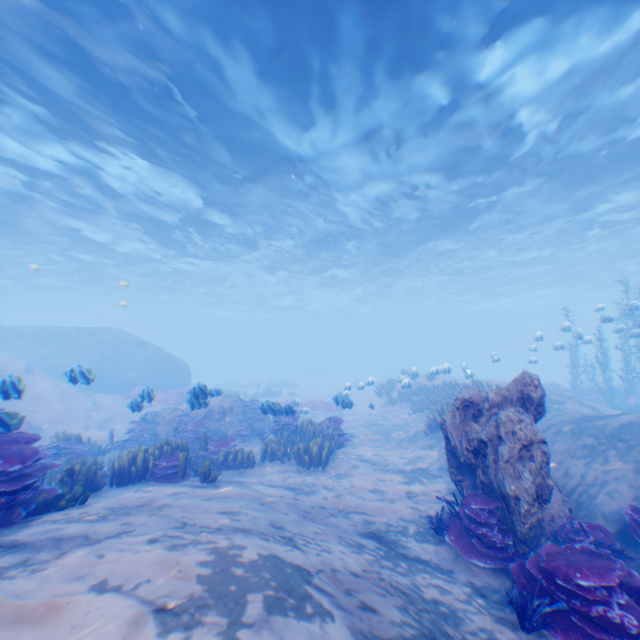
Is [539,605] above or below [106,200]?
below

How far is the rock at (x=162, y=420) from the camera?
13.9m

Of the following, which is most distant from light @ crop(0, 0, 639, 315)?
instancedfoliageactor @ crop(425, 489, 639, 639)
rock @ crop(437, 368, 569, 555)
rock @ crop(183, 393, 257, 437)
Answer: instancedfoliageactor @ crop(425, 489, 639, 639)

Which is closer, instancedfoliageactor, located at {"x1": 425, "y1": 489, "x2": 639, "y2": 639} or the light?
instancedfoliageactor, located at {"x1": 425, "y1": 489, "x2": 639, "y2": 639}

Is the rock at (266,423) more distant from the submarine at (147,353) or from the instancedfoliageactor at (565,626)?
the instancedfoliageactor at (565,626)

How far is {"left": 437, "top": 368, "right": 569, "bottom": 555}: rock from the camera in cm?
503

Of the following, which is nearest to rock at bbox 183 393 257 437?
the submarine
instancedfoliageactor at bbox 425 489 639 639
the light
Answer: the submarine

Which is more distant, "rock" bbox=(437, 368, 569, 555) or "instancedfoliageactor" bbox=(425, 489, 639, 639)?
"rock" bbox=(437, 368, 569, 555)
